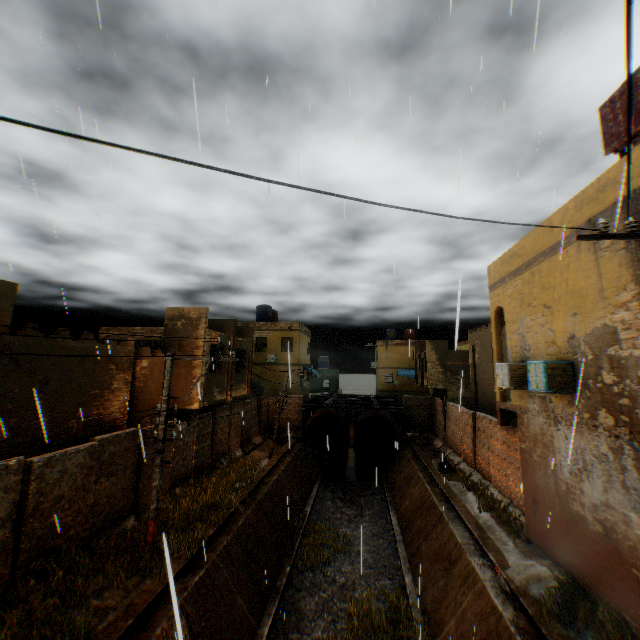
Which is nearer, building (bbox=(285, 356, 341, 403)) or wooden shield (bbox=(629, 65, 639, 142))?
wooden shield (bbox=(629, 65, 639, 142))

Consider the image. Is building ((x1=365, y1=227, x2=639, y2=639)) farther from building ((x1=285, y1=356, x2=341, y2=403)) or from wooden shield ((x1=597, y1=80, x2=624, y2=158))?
building ((x1=285, y1=356, x2=341, y2=403))

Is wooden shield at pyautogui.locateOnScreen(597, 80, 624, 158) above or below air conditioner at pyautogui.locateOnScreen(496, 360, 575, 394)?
above

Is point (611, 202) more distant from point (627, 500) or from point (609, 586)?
point (609, 586)

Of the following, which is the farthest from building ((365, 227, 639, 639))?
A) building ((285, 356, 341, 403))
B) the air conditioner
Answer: building ((285, 356, 341, 403))

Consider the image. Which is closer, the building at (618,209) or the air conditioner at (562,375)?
the building at (618,209)

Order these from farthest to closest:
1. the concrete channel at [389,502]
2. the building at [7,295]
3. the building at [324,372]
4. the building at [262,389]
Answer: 1. the building at [324,372]
2. the building at [262,389]
3. the building at [7,295]
4. the concrete channel at [389,502]

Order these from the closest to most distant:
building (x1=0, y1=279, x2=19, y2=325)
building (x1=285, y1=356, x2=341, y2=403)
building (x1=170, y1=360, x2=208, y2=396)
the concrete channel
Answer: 1. the concrete channel
2. building (x1=0, y1=279, x2=19, y2=325)
3. building (x1=170, y1=360, x2=208, y2=396)
4. building (x1=285, y1=356, x2=341, y2=403)
